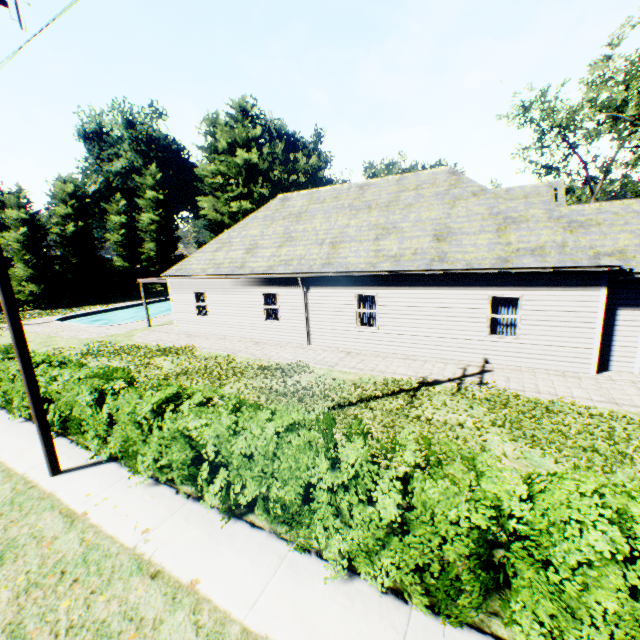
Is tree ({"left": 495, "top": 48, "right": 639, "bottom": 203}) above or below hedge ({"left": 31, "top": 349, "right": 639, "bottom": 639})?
above

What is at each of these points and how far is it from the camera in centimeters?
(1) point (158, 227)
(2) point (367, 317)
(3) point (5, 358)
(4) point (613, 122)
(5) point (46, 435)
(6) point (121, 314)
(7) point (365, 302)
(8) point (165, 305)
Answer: (1) tree, 4316cm
(2) curtain, 1387cm
(3) hedge, 1055cm
(4) tree, 2462cm
(5) power line pole, 656cm
(6) swimming pool, 3238cm
(7) curtain, 1380cm
(8) swimming pool, 3659cm

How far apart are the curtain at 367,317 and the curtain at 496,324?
4.0m

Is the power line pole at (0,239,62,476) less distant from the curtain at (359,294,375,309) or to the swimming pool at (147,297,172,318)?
the curtain at (359,294,375,309)

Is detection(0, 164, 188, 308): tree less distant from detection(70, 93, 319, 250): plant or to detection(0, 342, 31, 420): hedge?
detection(0, 342, 31, 420): hedge

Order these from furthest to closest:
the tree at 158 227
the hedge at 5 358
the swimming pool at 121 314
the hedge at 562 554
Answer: the tree at 158 227
the swimming pool at 121 314
the hedge at 5 358
the hedge at 562 554

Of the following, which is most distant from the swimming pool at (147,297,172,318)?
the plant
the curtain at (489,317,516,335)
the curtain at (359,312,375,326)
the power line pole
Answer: the curtain at (489,317,516,335)

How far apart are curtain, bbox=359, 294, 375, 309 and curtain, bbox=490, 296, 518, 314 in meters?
4.0
